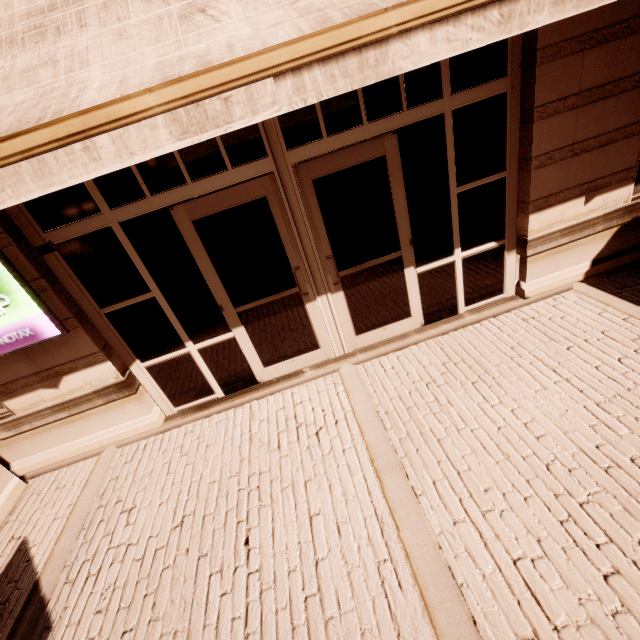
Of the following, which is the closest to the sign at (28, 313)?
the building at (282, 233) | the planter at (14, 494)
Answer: the building at (282, 233)

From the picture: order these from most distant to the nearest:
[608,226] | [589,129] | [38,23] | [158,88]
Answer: [608,226]
[589,129]
[38,23]
[158,88]

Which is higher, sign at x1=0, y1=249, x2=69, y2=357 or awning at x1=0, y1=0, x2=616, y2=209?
awning at x1=0, y1=0, x2=616, y2=209

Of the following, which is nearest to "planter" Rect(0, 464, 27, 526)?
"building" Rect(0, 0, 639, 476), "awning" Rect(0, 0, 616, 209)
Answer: "building" Rect(0, 0, 639, 476)

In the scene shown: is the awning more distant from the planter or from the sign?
the planter

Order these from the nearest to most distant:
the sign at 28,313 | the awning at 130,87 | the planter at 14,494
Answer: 1. the awning at 130,87
2. the sign at 28,313
3. the planter at 14,494

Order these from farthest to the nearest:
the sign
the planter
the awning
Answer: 1. the planter
2. the sign
3. the awning
